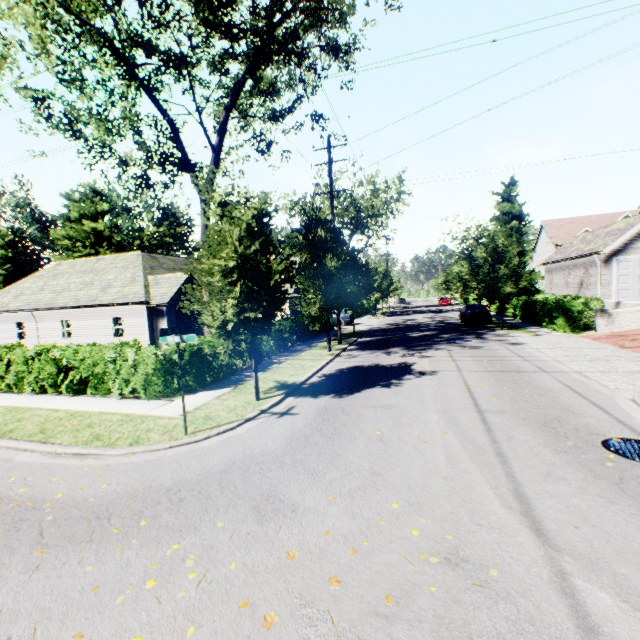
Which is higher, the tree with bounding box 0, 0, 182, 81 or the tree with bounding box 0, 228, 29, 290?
the tree with bounding box 0, 0, 182, 81

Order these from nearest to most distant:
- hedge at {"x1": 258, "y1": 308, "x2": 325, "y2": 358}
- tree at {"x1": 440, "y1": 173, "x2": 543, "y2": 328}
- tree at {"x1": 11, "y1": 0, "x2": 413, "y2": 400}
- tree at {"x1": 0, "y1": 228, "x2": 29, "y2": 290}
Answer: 1. tree at {"x1": 11, "y1": 0, "x2": 413, "y2": 400}
2. hedge at {"x1": 258, "y1": 308, "x2": 325, "y2": 358}
3. tree at {"x1": 440, "y1": 173, "x2": 543, "y2": 328}
4. tree at {"x1": 0, "y1": 228, "x2": 29, "y2": 290}

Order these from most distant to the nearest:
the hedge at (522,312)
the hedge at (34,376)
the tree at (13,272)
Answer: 1. the tree at (13,272)
2. the hedge at (522,312)
3. the hedge at (34,376)

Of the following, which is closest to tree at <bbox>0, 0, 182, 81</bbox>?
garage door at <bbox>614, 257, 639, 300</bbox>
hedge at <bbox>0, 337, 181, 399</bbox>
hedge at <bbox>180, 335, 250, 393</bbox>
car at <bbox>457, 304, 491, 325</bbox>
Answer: hedge at <bbox>180, 335, 250, 393</bbox>

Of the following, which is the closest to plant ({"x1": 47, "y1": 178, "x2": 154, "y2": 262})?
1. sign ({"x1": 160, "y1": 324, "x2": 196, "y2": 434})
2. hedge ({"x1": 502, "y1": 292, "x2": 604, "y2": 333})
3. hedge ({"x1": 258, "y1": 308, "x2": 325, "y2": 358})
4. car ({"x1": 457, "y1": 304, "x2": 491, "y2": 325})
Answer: hedge ({"x1": 258, "y1": 308, "x2": 325, "y2": 358})

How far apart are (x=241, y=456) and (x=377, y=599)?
3.8 meters

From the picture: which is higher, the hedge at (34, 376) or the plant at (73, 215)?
the plant at (73, 215)

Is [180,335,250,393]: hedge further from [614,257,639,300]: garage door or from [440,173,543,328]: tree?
[614,257,639,300]: garage door
